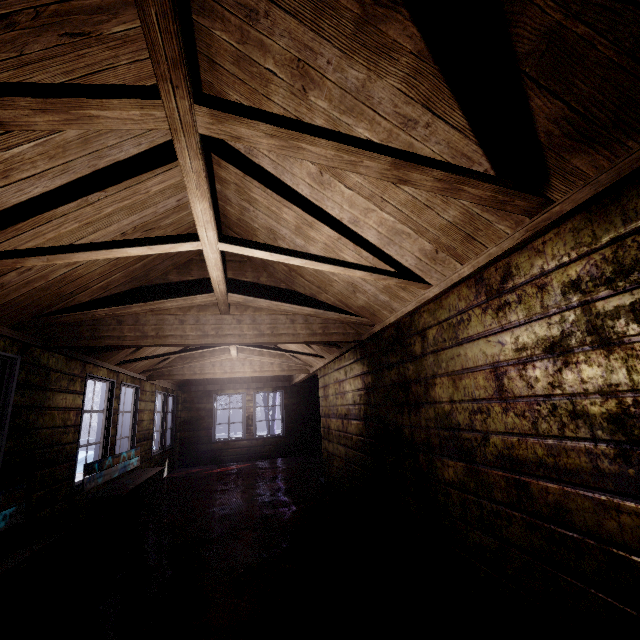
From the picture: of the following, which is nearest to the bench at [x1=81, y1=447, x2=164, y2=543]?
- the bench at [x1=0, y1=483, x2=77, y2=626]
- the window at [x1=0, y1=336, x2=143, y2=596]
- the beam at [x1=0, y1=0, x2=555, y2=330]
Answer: the window at [x1=0, y1=336, x2=143, y2=596]

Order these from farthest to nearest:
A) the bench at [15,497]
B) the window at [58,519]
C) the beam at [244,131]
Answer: the window at [58,519], the bench at [15,497], the beam at [244,131]

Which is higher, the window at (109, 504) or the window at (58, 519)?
the window at (58, 519)

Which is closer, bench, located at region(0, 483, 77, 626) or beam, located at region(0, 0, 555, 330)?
beam, located at region(0, 0, 555, 330)

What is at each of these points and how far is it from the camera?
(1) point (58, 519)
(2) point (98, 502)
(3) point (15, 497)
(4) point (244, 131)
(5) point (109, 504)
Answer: (1) window, 3.2 meters
(2) bench, 3.7 meters
(3) bench, 2.5 meters
(4) beam, 1.2 meters
(5) window, 4.4 meters

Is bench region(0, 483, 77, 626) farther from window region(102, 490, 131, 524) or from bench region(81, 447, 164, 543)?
bench region(81, 447, 164, 543)

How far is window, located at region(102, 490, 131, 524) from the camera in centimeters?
432cm

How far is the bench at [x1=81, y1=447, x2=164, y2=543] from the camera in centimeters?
360cm
